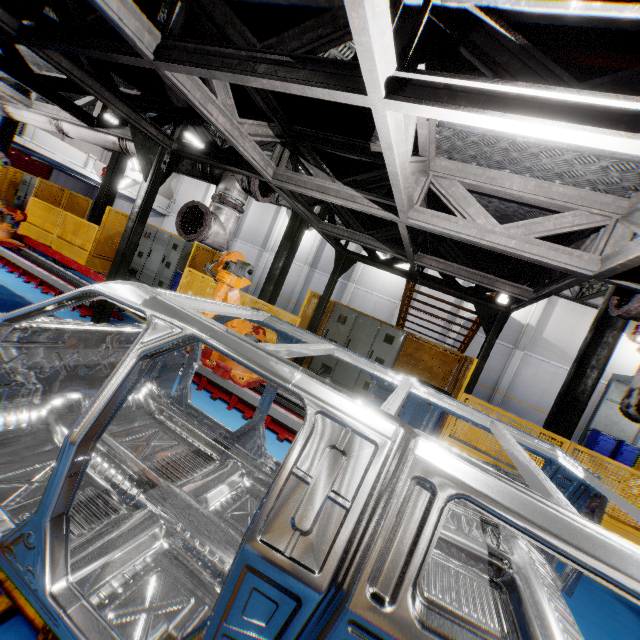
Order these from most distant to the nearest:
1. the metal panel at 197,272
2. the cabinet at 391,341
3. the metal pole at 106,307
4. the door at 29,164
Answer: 1. the door at 29,164
2. the metal panel at 197,272
3. the cabinet at 391,341
4. the metal pole at 106,307

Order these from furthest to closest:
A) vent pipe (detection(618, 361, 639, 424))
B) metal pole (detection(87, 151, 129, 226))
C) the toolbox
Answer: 1. the toolbox
2. metal pole (detection(87, 151, 129, 226))
3. vent pipe (detection(618, 361, 639, 424))

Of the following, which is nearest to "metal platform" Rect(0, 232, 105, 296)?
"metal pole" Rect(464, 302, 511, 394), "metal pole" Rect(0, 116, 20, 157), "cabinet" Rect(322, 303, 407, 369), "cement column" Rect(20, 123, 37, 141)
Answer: "cabinet" Rect(322, 303, 407, 369)

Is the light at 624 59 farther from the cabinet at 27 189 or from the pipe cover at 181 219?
the cabinet at 27 189

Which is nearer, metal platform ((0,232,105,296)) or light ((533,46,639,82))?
light ((533,46,639,82))

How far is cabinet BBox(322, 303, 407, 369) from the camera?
8.5m

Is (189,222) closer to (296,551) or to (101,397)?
(101,397)

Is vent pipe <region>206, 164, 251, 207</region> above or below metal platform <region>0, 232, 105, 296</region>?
above
